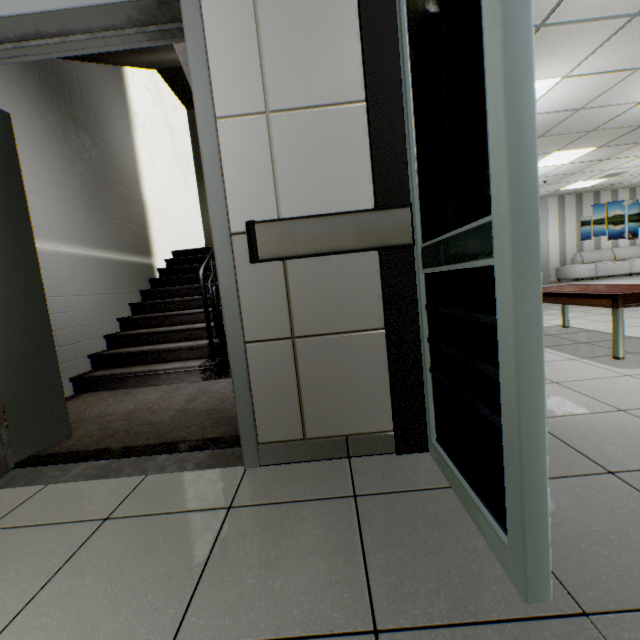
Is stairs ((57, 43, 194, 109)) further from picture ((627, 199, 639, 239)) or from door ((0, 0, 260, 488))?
picture ((627, 199, 639, 239))

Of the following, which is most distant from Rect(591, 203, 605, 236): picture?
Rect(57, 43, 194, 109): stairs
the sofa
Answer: Rect(57, 43, 194, 109): stairs

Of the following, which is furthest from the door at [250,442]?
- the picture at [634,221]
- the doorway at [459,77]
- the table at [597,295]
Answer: the picture at [634,221]

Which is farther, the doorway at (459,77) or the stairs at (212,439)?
the stairs at (212,439)

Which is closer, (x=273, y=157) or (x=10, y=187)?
(x=273, y=157)

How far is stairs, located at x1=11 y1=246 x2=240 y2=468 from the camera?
1.9m

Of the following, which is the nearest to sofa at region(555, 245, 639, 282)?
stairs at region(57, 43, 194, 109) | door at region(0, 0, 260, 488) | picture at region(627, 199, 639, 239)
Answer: picture at region(627, 199, 639, 239)

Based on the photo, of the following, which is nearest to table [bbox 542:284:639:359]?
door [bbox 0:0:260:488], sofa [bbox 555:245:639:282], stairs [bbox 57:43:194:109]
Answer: stairs [bbox 57:43:194:109]
